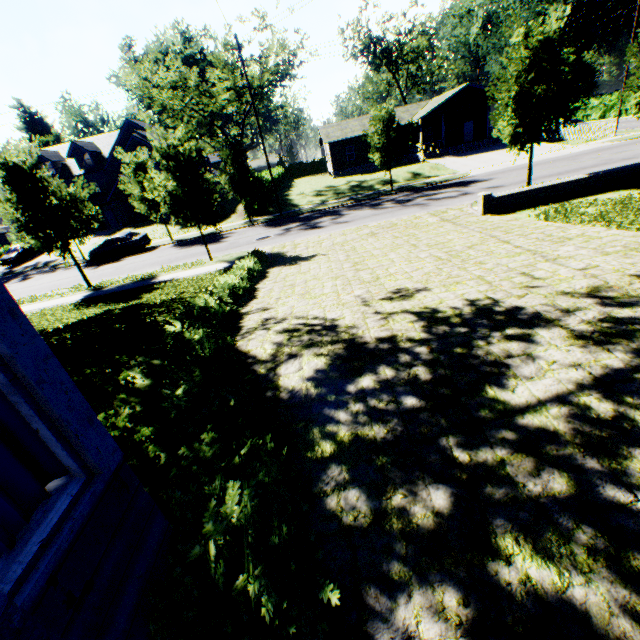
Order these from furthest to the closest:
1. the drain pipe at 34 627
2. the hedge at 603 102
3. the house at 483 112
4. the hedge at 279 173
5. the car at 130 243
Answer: the hedge at 603 102, the hedge at 279 173, the house at 483 112, the car at 130 243, the drain pipe at 34 627

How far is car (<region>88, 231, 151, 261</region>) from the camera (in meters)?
25.36

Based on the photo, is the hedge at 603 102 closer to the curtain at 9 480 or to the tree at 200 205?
the tree at 200 205

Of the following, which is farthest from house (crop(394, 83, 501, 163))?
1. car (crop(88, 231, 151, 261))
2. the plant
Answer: the plant

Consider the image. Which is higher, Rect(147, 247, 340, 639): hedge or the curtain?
the curtain

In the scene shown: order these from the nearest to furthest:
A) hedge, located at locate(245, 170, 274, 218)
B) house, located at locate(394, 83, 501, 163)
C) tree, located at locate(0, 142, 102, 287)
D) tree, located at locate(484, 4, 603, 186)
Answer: tree, located at locate(484, 4, 603, 186)
tree, located at locate(0, 142, 102, 287)
hedge, located at locate(245, 170, 274, 218)
house, located at locate(394, 83, 501, 163)

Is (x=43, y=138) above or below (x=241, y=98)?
above

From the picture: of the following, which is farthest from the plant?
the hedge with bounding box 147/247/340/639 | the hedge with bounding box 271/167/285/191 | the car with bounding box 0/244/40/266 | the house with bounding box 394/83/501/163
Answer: the car with bounding box 0/244/40/266
